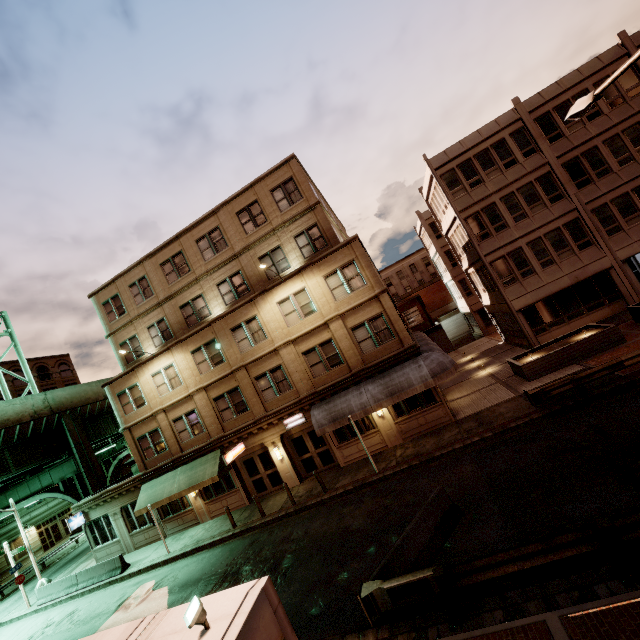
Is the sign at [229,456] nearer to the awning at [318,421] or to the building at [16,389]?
the awning at [318,421]

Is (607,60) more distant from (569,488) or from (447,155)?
(569,488)

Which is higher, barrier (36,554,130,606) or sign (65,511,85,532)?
sign (65,511,85,532)

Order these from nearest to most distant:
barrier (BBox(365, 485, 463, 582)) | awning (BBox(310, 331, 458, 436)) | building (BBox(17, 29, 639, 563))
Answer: barrier (BBox(365, 485, 463, 582)) < awning (BBox(310, 331, 458, 436)) < building (BBox(17, 29, 639, 563))

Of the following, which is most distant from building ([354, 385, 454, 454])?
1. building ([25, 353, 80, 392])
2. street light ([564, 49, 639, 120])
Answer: building ([25, 353, 80, 392])

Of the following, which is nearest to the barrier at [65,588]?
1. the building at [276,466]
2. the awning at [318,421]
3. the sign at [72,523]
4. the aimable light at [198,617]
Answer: the building at [276,466]

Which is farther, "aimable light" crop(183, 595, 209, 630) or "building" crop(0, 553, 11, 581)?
"building" crop(0, 553, 11, 581)

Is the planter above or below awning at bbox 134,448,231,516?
below
